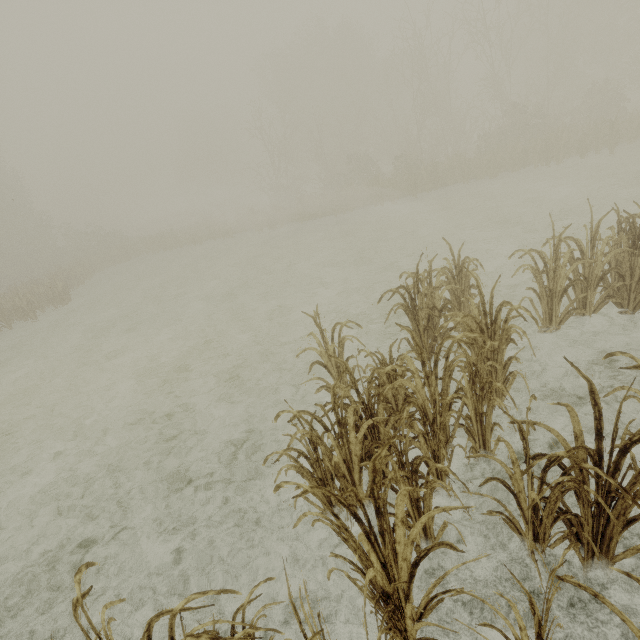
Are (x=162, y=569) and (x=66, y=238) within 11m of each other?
no
